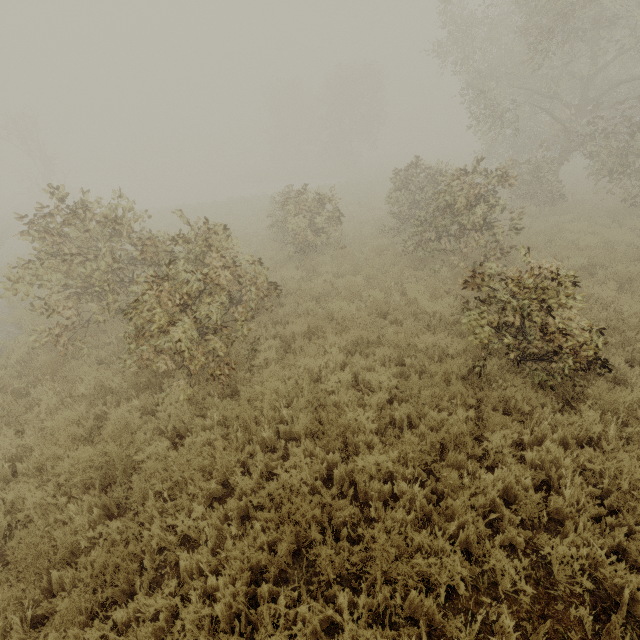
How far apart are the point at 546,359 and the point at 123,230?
8.3 meters
